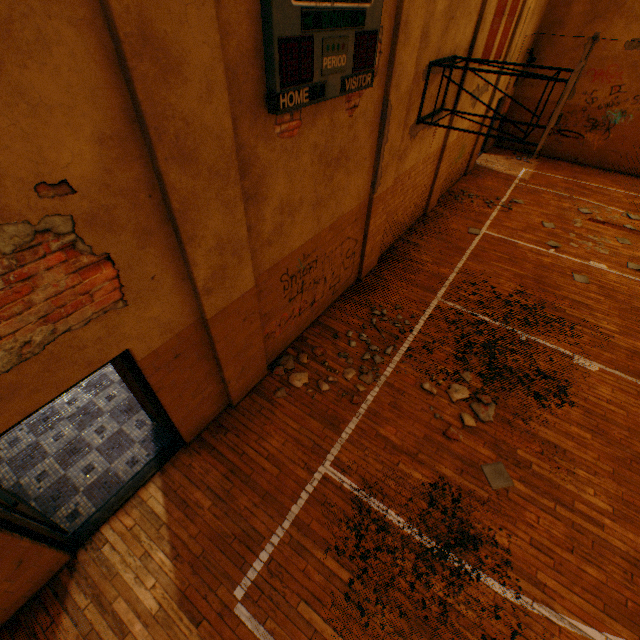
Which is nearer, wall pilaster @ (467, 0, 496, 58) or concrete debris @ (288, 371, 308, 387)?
concrete debris @ (288, 371, 308, 387)

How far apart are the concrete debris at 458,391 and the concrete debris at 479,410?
0.08m

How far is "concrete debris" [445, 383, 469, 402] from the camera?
5.3 meters

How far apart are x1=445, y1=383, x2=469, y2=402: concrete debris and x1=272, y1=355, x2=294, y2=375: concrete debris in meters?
2.3 m

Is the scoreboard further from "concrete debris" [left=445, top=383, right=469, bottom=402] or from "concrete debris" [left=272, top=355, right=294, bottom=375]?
"concrete debris" [left=445, top=383, right=469, bottom=402]

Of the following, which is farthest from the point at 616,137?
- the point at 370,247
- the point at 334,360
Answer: the point at 334,360

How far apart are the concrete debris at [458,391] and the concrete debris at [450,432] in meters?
0.4 m

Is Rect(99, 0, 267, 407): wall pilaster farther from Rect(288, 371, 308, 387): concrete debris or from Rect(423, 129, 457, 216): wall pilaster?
Rect(423, 129, 457, 216): wall pilaster
